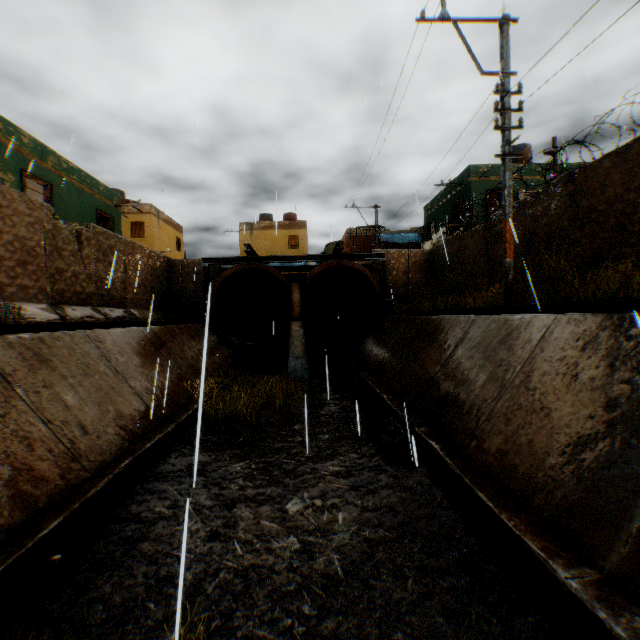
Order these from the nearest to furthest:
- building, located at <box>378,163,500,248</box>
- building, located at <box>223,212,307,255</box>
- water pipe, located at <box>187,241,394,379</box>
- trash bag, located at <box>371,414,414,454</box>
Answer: trash bag, located at <box>371,414,414,454</box>, water pipe, located at <box>187,241,394,379</box>, building, located at <box>378,163,500,248</box>, building, located at <box>223,212,307,255</box>

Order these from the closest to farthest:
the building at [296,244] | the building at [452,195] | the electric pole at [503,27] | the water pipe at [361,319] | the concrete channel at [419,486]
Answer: the concrete channel at [419,486] → the electric pole at [503,27] → the water pipe at [361,319] → the building at [452,195] → the building at [296,244]

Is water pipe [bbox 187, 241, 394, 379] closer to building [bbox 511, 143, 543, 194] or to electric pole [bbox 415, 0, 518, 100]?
building [bbox 511, 143, 543, 194]

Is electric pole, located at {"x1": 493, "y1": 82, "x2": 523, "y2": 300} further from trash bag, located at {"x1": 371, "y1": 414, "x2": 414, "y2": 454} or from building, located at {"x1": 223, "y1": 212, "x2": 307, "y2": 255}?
building, located at {"x1": 223, "y1": 212, "x2": 307, "y2": 255}

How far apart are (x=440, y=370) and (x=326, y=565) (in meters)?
4.46

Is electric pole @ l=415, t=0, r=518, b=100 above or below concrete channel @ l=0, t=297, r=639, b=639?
above

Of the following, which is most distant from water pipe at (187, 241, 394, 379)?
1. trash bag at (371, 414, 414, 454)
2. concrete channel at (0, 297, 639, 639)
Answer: trash bag at (371, 414, 414, 454)

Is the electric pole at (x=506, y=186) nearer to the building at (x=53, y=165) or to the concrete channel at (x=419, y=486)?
the concrete channel at (x=419, y=486)
